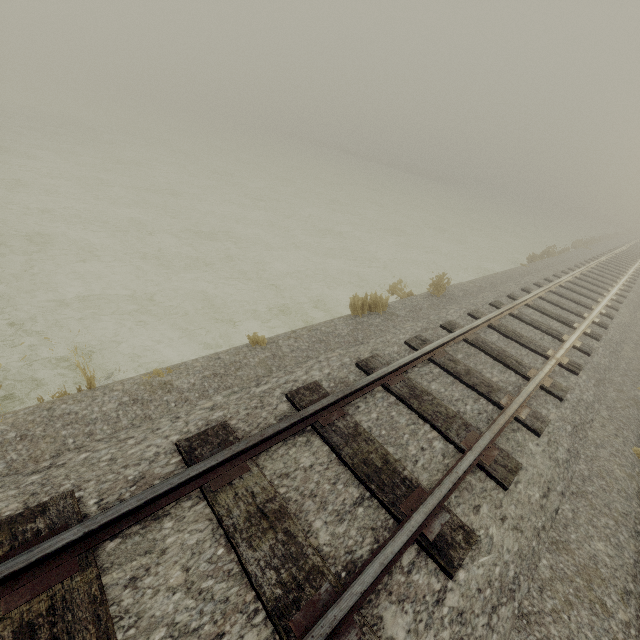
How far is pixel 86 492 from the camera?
2.8 meters
